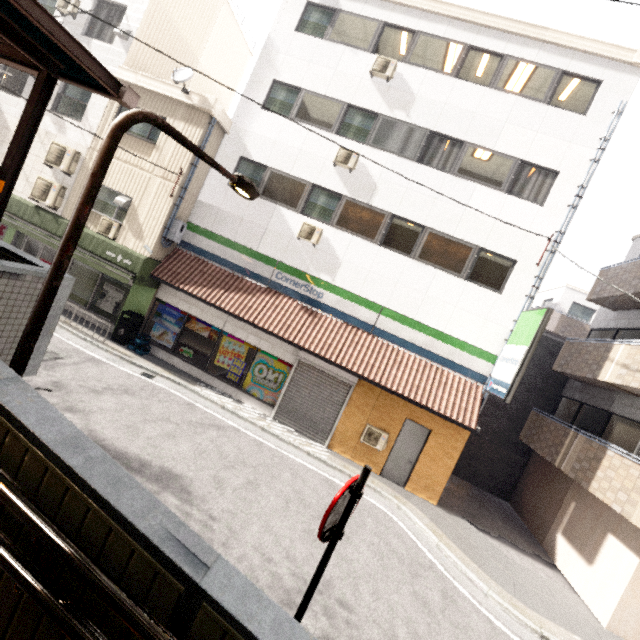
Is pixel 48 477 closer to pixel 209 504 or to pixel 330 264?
pixel 209 504

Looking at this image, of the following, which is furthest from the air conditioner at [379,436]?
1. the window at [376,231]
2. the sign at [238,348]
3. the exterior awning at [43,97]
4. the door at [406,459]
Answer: the exterior awning at [43,97]

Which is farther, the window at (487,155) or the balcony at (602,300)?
the balcony at (602,300)

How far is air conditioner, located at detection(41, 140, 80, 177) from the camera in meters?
11.4 m

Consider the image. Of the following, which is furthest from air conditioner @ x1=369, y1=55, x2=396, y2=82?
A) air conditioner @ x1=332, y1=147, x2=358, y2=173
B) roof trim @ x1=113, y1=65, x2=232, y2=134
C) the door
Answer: the door

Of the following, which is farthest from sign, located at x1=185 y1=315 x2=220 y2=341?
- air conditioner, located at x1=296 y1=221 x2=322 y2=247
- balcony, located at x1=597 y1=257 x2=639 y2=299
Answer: balcony, located at x1=597 y1=257 x2=639 y2=299

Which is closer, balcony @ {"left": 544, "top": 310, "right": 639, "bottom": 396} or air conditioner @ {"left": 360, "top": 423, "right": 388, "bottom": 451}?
balcony @ {"left": 544, "top": 310, "right": 639, "bottom": 396}

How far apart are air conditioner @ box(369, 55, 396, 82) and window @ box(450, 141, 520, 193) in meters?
3.2
